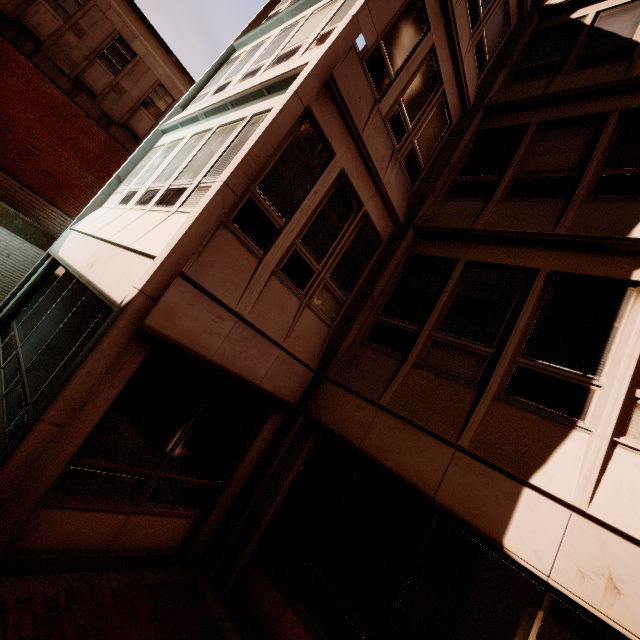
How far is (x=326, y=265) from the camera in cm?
599
